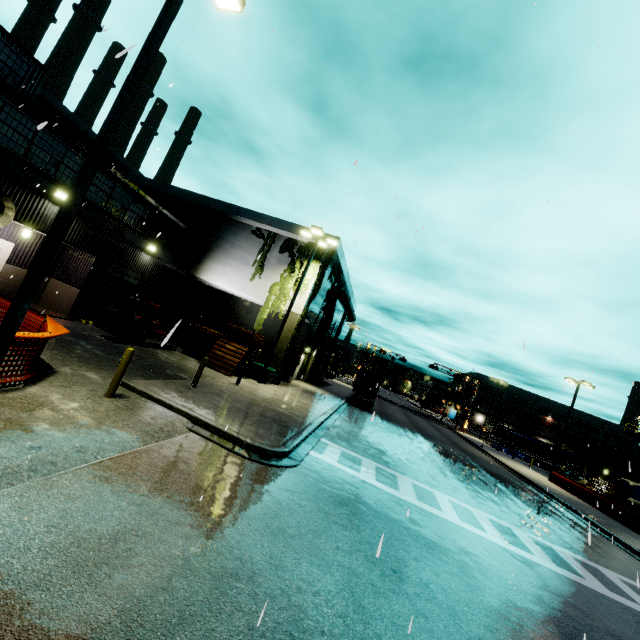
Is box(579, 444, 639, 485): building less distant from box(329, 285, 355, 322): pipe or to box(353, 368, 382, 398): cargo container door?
box(329, 285, 355, 322): pipe

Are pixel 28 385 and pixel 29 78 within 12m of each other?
no

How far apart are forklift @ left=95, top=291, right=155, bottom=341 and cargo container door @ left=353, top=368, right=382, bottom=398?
18.18m

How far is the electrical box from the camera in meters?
19.6 m

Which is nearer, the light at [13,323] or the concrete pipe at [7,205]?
the light at [13,323]

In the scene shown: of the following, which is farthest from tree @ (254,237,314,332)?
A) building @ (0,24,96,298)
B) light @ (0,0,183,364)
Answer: light @ (0,0,183,364)

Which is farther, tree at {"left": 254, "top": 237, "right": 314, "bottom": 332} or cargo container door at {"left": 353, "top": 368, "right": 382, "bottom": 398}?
cargo container door at {"left": 353, "top": 368, "right": 382, "bottom": 398}

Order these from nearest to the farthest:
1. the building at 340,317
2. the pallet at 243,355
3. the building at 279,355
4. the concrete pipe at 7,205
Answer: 1. the concrete pipe at 7,205
2. the pallet at 243,355
3. the building at 279,355
4. the building at 340,317
